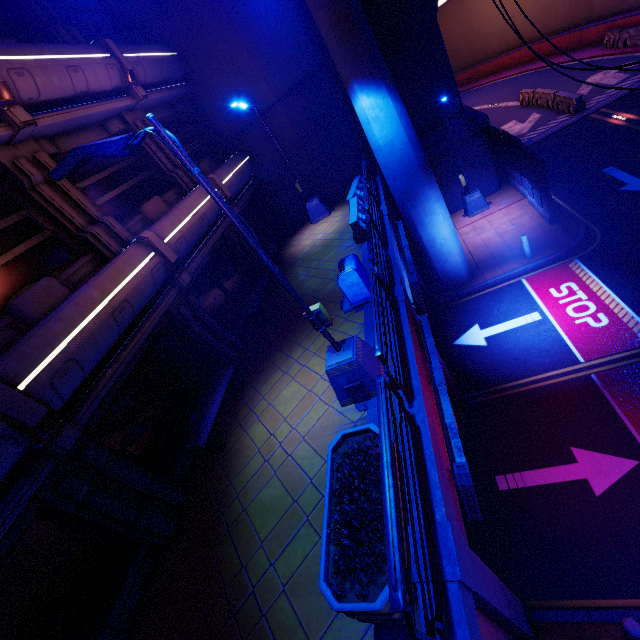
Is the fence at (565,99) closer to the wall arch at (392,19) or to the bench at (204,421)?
the wall arch at (392,19)

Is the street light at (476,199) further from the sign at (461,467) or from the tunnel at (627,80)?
the sign at (461,467)

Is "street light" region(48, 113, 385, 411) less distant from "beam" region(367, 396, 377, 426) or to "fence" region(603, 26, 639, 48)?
"beam" region(367, 396, 377, 426)

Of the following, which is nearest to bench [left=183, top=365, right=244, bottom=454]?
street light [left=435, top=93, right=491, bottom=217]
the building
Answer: the building

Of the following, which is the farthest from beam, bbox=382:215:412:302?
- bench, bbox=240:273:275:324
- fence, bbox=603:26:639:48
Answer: fence, bbox=603:26:639:48

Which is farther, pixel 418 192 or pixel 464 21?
pixel 464 21

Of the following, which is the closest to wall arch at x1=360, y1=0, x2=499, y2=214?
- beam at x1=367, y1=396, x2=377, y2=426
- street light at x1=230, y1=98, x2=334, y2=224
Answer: street light at x1=230, y1=98, x2=334, y2=224

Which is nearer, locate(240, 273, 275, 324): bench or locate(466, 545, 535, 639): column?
locate(466, 545, 535, 639): column
